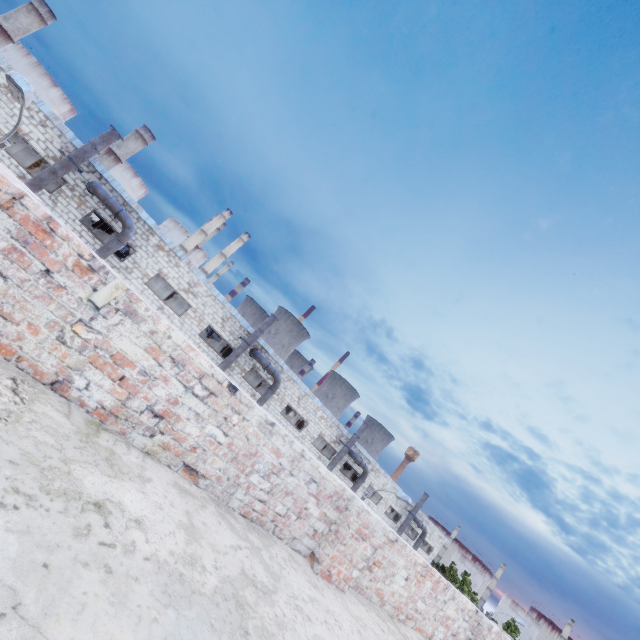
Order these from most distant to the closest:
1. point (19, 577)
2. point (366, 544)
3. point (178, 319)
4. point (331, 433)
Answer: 1. point (331, 433)
2. point (178, 319)
3. point (366, 544)
4. point (19, 577)

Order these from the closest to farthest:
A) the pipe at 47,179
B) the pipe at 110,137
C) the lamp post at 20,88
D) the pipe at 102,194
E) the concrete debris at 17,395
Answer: the concrete debris at 17,395 → the lamp post at 20,88 → the pipe at 47,179 → the pipe at 110,137 → the pipe at 102,194

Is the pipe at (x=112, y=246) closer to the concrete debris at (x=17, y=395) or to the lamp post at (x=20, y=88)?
the lamp post at (x=20, y=88)

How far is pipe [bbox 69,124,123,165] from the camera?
15.9m

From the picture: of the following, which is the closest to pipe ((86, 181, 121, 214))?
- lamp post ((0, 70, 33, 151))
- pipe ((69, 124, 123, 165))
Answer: pipe ((69, 124, 123, 165))

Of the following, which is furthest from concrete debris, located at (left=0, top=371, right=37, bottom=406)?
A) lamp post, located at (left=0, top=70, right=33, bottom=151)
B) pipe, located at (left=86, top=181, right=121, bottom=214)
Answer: pipe, located at (left=86, top=181, right=121, bottom=214)

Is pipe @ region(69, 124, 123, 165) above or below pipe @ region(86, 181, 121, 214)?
above

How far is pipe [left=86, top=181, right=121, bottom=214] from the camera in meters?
16.6 m
